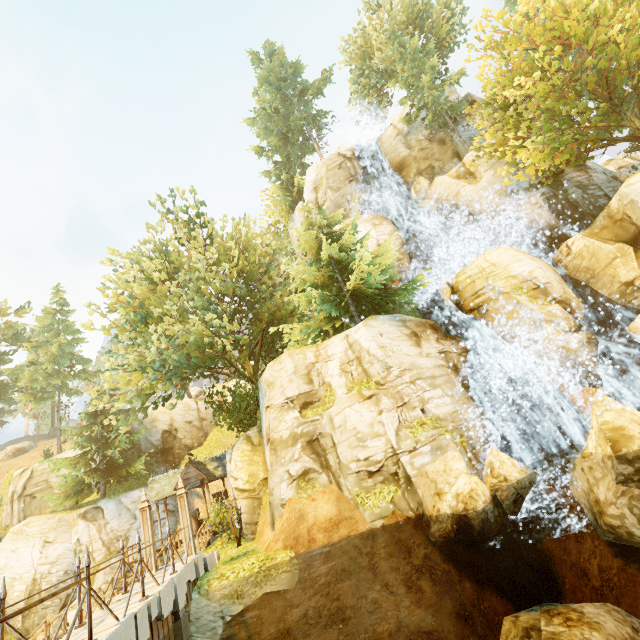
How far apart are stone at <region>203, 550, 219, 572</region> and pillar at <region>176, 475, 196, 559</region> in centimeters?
58cm

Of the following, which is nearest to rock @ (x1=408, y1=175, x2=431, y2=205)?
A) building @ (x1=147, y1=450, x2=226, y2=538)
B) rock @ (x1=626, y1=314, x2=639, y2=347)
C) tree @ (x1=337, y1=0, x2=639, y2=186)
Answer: tree @ (x1=337, y1=0, x2=639, y2=186)

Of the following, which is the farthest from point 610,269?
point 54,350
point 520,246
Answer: point 54,350

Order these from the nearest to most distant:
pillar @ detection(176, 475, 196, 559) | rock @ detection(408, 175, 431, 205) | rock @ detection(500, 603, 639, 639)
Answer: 1. rock @ detection(500, 603, 639, 639)
2. pillar @ detection(176, 475, 196, 559)
3. rock @ detection(408, 175, 431, 205)

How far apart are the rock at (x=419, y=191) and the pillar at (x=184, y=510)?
23.5 meters

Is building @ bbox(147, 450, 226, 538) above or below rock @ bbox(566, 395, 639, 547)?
above

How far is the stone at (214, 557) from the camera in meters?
11.9 m

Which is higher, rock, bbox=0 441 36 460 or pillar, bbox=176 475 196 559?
rock, bbox=0 441 36 460
